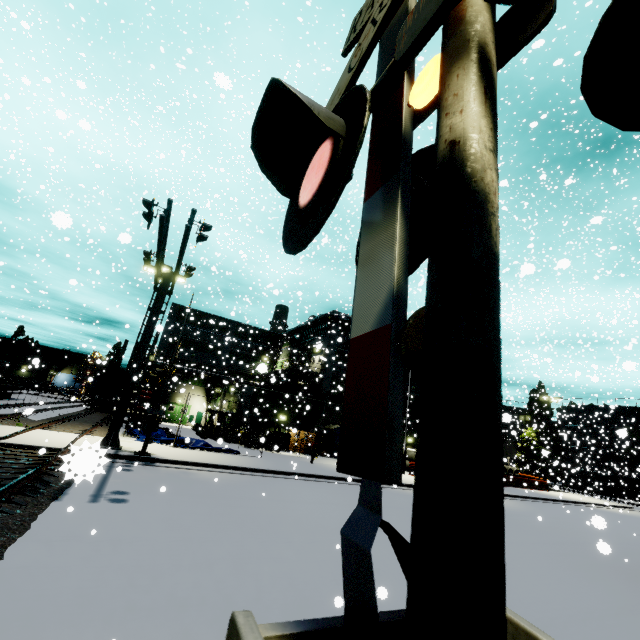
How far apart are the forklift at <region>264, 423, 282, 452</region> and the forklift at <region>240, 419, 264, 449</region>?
0.5 meters

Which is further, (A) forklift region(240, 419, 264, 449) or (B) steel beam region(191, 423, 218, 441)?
(B) steel beam region(191, 423, 218, 441)

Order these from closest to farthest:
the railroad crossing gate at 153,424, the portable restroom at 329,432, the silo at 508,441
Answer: the railroad crossing gate at 153,424 < the portable restroom at 329,432 < the silo at 508,441

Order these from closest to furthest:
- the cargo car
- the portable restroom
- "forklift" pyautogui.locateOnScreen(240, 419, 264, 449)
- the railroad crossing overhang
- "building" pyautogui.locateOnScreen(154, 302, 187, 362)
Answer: the railroad crossing overhang
"forklift" pyautogui.locateOnScreen(240, 419, 264, 449)
the portable restroom
the cargo car
"building" pyautogui.locateOnScreen(154, 302, 187, 362)

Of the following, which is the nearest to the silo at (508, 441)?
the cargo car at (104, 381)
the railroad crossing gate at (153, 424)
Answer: the railroad crossing gate at (153, 424)

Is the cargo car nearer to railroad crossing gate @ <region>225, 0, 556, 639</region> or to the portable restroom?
the portable restroom

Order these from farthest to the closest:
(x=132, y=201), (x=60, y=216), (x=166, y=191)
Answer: (x=132, y=201)
(x=166, y=191)
(x=60, y=216)

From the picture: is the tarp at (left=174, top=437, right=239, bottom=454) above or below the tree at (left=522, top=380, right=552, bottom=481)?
below
